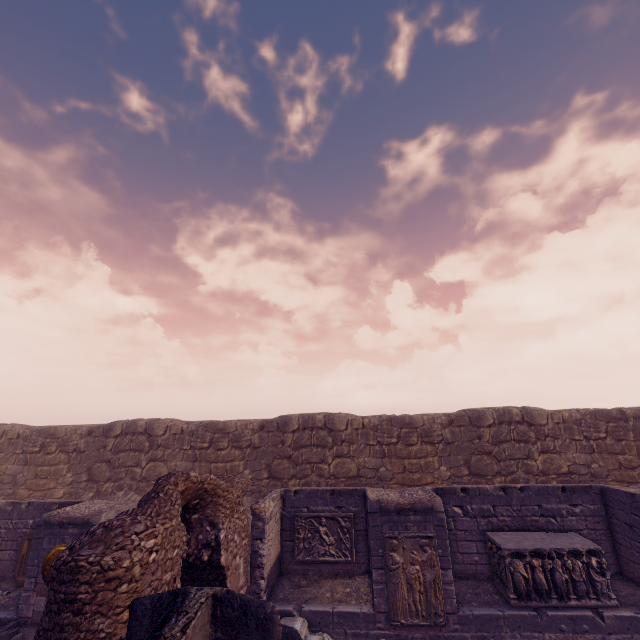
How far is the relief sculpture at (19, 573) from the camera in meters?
10.1

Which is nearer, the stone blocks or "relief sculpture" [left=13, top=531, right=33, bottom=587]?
the stone blocks

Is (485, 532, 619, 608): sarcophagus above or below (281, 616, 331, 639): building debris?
above

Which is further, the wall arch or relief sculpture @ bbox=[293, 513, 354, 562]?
relief sculpture @ bbox=[293, 513, 354, 562]

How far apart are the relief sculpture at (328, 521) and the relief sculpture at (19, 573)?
7.1m

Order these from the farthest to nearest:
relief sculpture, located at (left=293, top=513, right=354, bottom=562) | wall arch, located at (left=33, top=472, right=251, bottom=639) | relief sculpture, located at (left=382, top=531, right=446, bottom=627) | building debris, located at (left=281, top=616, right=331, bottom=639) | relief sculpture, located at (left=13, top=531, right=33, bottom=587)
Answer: Result: relief sculpture, located at (left=13, top=531, right=33, bottom=587) → relief sculpture, located at (left=293, top=513, right=354, bottom=562) → relief sculpture, located at (left=382, top=531, right=446, bottom=627) → building debris, located at (left=281, top=616, right=331, bottom=639) → wall arch, located at (left=33, top=472, right=251, bottom=639)

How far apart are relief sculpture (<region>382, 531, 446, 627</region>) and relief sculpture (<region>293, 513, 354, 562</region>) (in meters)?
1.77

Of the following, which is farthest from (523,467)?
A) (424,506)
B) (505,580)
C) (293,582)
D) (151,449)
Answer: (151,449)
